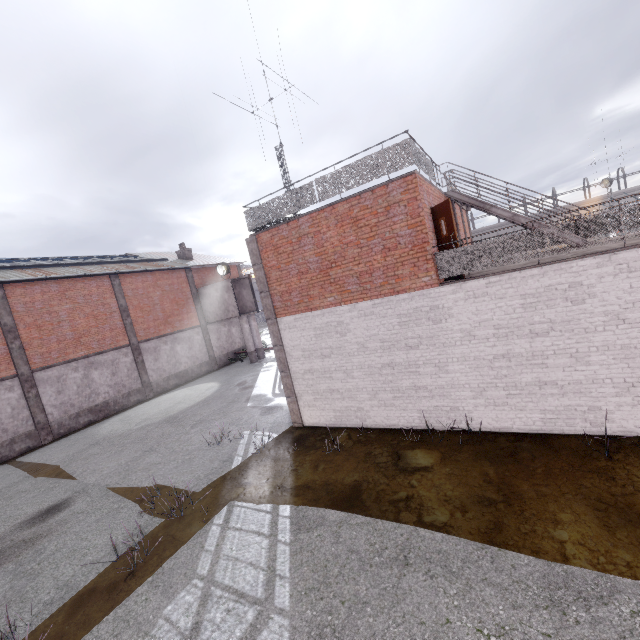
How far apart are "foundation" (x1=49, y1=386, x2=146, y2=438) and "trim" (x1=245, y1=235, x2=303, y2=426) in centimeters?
1482cm

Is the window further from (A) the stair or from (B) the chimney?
(A) the stair

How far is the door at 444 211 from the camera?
8.41m

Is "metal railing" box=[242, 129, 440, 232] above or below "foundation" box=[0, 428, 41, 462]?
above

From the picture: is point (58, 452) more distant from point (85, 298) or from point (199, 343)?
point (199, 343)

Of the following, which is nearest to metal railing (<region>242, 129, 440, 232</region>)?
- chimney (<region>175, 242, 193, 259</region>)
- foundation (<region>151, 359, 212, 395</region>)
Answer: foundation (<region>151, 359, 212, 395</region>)

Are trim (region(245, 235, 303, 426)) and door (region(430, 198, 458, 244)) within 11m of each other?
yes

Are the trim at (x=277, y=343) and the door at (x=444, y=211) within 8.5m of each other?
yes
